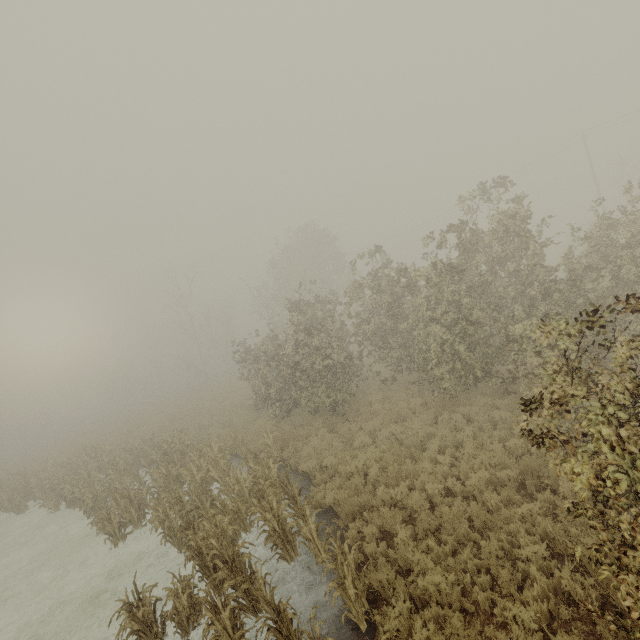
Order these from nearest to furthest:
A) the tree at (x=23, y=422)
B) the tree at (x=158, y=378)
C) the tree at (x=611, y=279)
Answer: the tree at (x=611, y=279) → the tree at (x=23, y=422) → the tree at (x=158, y=378)

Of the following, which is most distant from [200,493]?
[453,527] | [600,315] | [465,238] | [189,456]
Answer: [600,315]

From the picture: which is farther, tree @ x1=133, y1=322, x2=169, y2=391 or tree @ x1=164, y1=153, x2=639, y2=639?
tree @ x1=133, y1=322, x2=169, y2=391

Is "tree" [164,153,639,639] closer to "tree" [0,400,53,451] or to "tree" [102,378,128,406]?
"tree" [102,378,128,406]

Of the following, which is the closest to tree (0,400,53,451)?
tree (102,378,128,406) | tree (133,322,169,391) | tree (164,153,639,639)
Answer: tree (102,378,128,406)

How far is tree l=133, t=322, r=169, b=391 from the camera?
53.72m

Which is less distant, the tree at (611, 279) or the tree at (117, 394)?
the tree at (611, 279)

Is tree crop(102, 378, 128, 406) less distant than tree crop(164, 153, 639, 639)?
No
